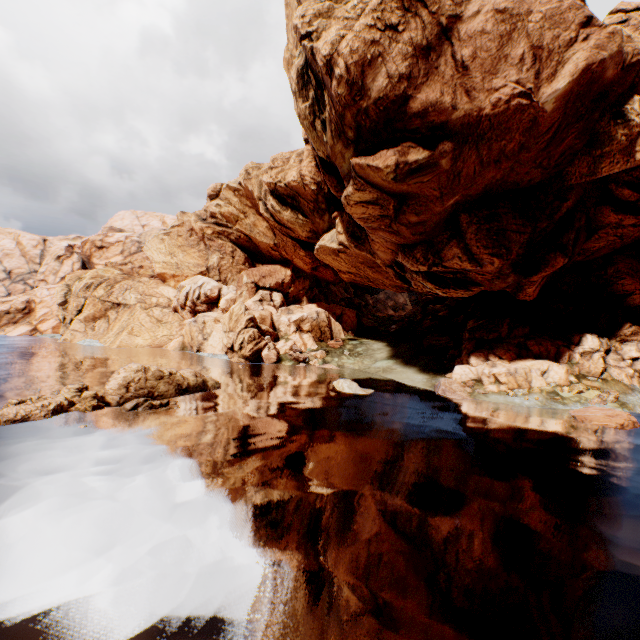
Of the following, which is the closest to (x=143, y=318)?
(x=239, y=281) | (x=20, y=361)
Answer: (x=239, y=281)

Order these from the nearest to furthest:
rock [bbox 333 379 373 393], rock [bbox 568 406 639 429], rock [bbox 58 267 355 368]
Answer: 1. rock [bbox 568 406 639 429]
2. rock [bbox 333 379 373 393]
3. rock [bbox 58 267 355 368]

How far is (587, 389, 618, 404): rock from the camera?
29.1m

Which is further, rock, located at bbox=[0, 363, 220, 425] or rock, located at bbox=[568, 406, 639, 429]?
rock, located at bbox=[568, 406, 639, 429]

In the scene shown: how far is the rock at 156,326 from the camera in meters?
45.1

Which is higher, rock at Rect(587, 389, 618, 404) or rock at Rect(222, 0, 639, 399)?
rock at Rect(222, 0, 639, 399)
